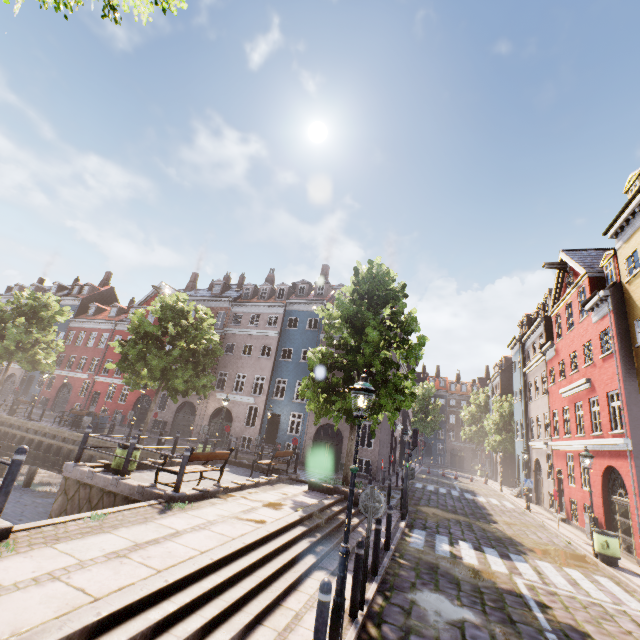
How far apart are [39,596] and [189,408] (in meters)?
28.49

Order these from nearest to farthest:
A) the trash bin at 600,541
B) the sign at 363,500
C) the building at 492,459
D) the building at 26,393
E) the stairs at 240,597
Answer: the stairs at 240,597
the sign at 363,500
the trash bin at 600,541
the building at 26,393
the building at 492,459

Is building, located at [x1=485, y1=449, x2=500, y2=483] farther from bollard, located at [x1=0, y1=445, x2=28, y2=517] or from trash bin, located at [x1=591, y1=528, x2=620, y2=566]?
bollard, located at [x1=0, y1=445, x2=28, y2=517]

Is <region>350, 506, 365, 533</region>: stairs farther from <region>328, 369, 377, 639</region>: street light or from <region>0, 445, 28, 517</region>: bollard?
<region>0, 445, 28, 517</region>: bollard

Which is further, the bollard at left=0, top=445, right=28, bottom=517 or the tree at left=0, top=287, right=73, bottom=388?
the tree at left=0, top=287, right=73, bottom=388

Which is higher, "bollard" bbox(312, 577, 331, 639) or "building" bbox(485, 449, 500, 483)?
"building" bbox(485, 449, 500, 483)

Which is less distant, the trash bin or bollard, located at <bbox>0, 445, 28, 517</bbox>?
bollard, located at <bbox>0, 445, 28, 517</bbox>

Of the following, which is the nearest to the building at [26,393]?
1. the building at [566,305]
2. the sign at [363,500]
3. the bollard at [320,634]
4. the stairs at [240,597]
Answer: the building at [566,305]
